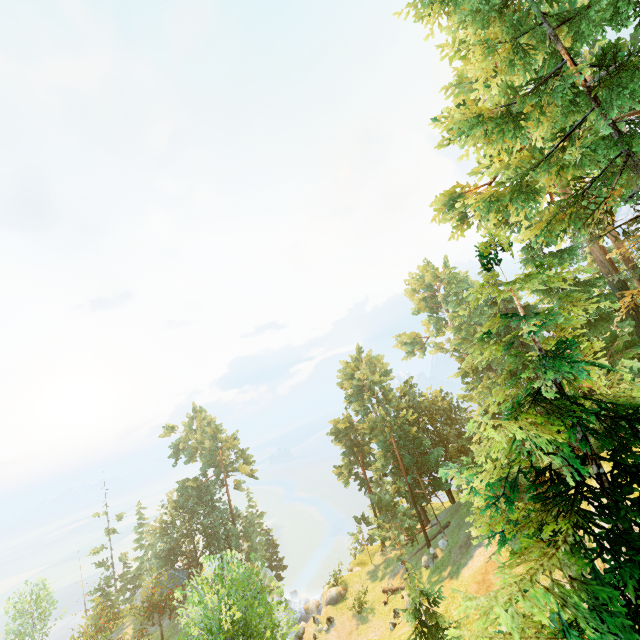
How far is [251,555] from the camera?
21.7 meters

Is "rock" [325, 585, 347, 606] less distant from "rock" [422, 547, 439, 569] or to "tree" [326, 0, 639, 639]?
"tree" [326, 0, 639, 639]

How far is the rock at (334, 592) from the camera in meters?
33.3 m

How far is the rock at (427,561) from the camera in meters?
29.6

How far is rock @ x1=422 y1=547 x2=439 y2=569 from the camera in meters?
29.6 m

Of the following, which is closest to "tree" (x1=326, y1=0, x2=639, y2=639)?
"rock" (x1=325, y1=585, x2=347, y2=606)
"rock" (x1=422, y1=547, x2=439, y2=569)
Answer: "rock" (x1=422, y1=547, x2=439, y2=569)

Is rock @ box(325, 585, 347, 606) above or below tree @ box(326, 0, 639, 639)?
below

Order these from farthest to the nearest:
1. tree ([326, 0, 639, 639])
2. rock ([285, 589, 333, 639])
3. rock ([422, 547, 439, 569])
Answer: rock ([285, 589, 333, 639]) < rock ([422, 547, 439, 569]) < tree ([326, 0, 639, 639])
